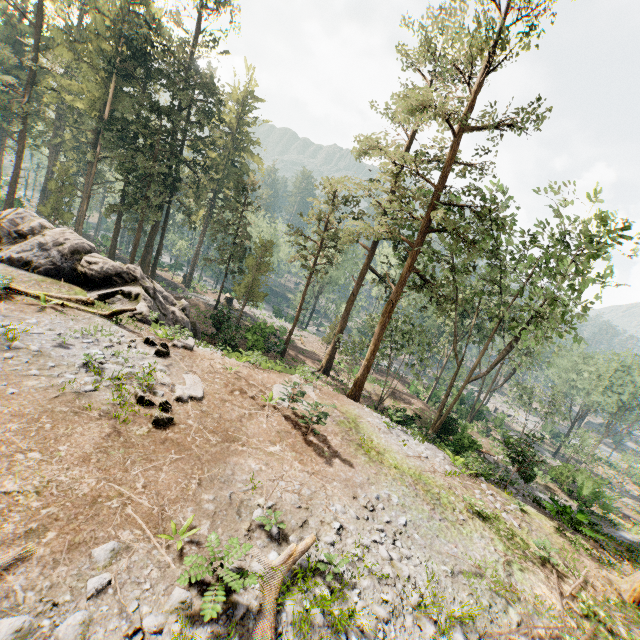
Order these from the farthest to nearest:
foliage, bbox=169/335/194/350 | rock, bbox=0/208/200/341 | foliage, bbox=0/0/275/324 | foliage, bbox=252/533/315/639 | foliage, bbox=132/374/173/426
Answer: foliage, bbox=0/0/275/324
rock, bbox=0/208/200/341
foliage, bbox=169/335/194/350
foliage, bbox=132/374/173/426
foliage, bbox=252/533/315/639

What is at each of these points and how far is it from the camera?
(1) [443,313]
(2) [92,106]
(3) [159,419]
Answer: (1) foliage, 21.42m
(2) foliage, 32.97m
(3) foliage, 9.91m

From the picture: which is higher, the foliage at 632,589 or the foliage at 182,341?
the foliage at 632,589

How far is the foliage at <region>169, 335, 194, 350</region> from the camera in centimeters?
1575cm

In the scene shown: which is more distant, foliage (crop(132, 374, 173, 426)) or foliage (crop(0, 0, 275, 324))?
foliage (crop(0, 0, 275, 324))

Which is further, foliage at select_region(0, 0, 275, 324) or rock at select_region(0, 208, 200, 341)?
foliage at select_region(0, 0, 275, 324)

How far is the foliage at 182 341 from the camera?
15.75m
